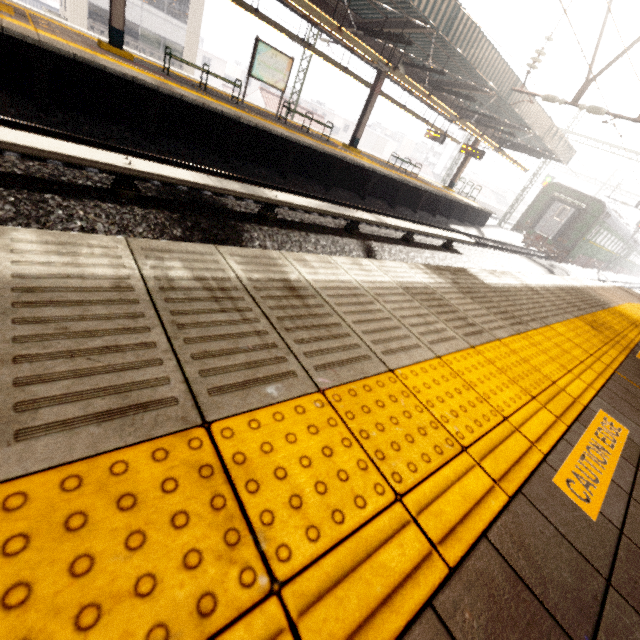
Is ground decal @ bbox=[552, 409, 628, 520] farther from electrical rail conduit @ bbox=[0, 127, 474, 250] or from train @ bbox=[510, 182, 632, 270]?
train @ bbox=[510, 182, 632, 270]

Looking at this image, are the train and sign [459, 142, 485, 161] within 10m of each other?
yes

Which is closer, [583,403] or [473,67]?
[583,403]

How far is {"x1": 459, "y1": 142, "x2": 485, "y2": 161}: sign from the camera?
18.2 meters

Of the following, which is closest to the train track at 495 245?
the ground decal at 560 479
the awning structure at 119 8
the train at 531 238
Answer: the awning structure at 119 8

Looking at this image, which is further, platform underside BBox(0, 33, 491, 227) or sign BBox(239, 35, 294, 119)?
sign BBox(239, 35, 294, 119)

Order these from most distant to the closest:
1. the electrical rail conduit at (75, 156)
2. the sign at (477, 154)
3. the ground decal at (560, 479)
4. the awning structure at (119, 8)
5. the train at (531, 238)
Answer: the train at (531, 238) < the sign at (477, 154) < the awning structure at (119, 8) < the electrical rail conduit at (75, 156) < the ground decal at (560, 479)

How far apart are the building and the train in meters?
59.9
